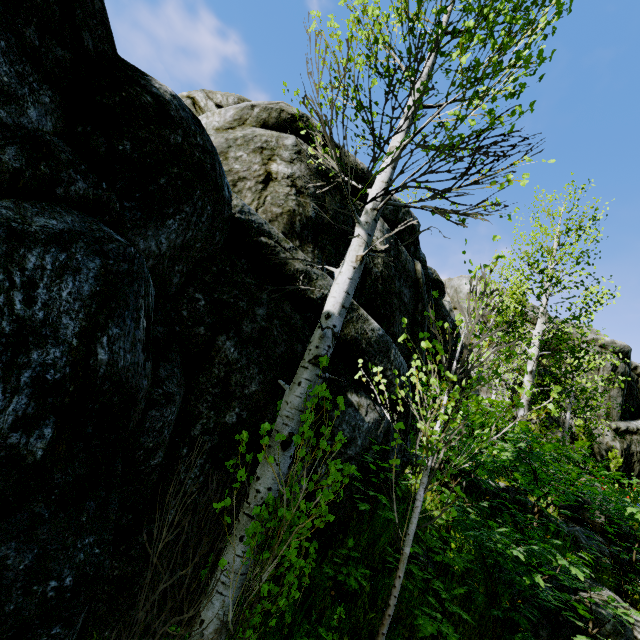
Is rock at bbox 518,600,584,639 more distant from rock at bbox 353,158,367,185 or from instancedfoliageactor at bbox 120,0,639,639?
rock at bbox 353,158,367,185

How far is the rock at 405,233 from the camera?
8.00m

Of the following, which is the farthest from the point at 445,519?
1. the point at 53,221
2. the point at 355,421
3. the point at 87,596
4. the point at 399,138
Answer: the point at 53,221

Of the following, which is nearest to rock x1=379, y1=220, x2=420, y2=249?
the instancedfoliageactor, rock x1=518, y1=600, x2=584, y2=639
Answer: the instancedfoliageactor

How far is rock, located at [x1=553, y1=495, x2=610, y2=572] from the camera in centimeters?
592cm

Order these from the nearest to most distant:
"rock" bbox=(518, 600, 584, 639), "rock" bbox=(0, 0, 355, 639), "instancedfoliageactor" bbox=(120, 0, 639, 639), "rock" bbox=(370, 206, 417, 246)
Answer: "rock" bbox=(0, 0, 355, 639) → "instancedfoliageactor" bbox=(120, 0, 639, 639) → "rock" bbox=(518, 600, 584, 639) → "rock" bbox=(370, 206, 417, 246)

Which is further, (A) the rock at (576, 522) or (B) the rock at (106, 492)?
(A) the rock at (576, 522)
